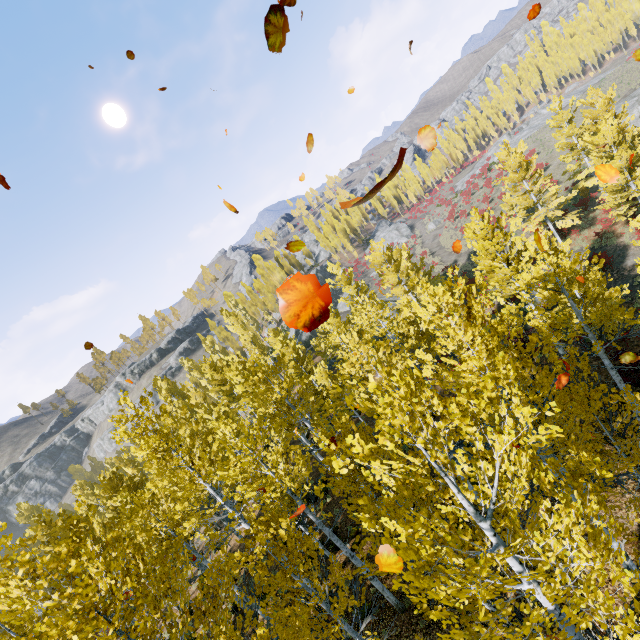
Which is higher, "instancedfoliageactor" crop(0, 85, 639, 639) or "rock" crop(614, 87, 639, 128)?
"instancedfoliageactor" crop(0, 85, 639, 639)

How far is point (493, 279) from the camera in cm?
1645

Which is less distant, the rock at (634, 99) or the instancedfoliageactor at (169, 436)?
the instancedfoliageactor at (169, 436)

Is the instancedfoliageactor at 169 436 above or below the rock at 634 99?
above

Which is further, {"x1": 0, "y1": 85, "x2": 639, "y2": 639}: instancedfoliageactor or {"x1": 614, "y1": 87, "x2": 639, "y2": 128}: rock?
{"x1": 614, "y1": 87, "x2": 639, "y2": 128}: rock
